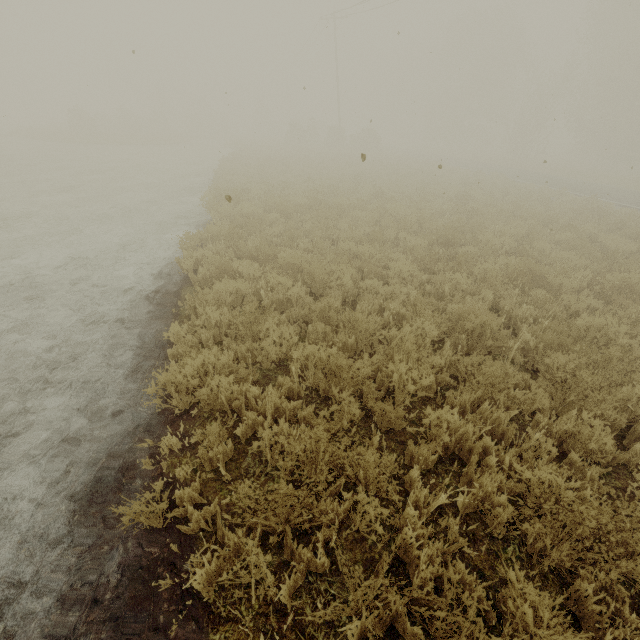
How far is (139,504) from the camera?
2.9m
